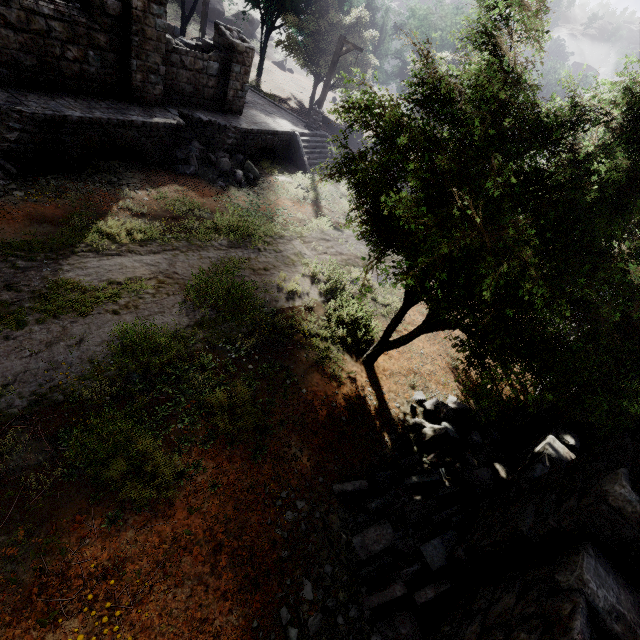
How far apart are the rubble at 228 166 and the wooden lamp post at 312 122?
7.91m

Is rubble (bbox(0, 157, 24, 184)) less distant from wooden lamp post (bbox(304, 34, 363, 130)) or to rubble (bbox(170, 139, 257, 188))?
rubble (bbox(170, 139, 257, 188))

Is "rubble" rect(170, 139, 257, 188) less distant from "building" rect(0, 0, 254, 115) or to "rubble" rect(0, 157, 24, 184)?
"building" rect(0, 0, 254, 115)

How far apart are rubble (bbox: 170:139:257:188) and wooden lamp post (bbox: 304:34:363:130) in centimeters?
791cm

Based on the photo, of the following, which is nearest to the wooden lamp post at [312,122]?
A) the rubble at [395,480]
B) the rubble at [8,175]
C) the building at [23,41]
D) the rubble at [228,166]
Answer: the building at [23,41]

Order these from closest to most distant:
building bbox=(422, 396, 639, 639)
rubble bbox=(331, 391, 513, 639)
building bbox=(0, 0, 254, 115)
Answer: building bbox=(422, 396, 639, 639)
rubble bbox=(331, 391, 513, 639)
building bbox=(0, 0, 254, 115)

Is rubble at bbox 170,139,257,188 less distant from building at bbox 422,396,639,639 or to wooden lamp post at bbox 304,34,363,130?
building at bbox 422,396,639,639

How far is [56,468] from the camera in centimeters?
455cm
